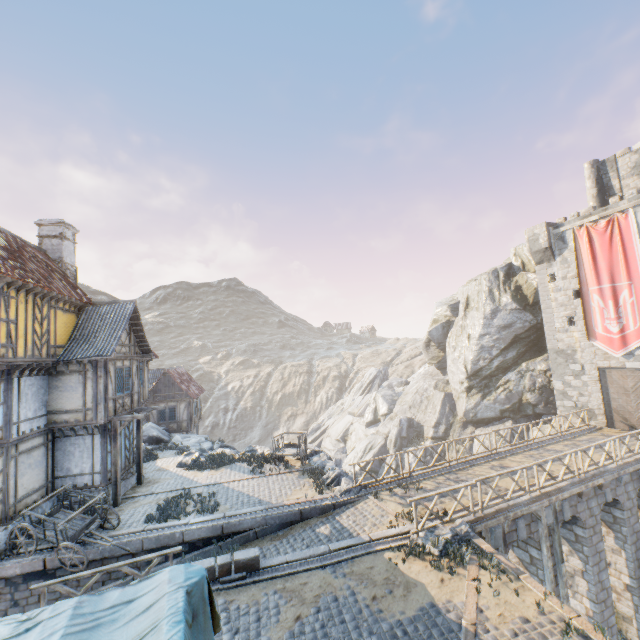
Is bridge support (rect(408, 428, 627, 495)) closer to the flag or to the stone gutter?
the stone gutter

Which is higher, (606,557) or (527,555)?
(527,555)

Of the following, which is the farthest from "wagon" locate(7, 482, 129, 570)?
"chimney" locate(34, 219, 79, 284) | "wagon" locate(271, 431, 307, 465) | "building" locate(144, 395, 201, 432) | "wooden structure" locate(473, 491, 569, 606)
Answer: "building" locate(144, 395, 201, 432)

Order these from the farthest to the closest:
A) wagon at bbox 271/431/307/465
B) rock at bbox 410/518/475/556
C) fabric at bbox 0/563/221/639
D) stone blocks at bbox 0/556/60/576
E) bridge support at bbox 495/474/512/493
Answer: wagon at bbox 271/431/307/465, bridge support at bbox 495/474/512/493, stone blocks at bbox 0/556/60/576, rock at bbox 410/518/475/556, fabric at bbox 0/563/221/639

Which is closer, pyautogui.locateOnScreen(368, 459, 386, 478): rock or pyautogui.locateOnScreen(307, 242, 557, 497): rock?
pyautogui.locateOnScreen(307, 242, 557, 497): rock

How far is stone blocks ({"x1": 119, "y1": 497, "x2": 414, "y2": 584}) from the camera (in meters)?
9.45

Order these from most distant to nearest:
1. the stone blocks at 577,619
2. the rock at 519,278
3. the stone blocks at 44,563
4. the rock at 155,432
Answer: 1. the rock at 519,278
2. the rock at 155,432
3. the stone blocks at 44,563
4. the stone blocks at 577,619

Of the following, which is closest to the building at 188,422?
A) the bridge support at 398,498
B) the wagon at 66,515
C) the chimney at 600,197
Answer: the wagon at 66,515
